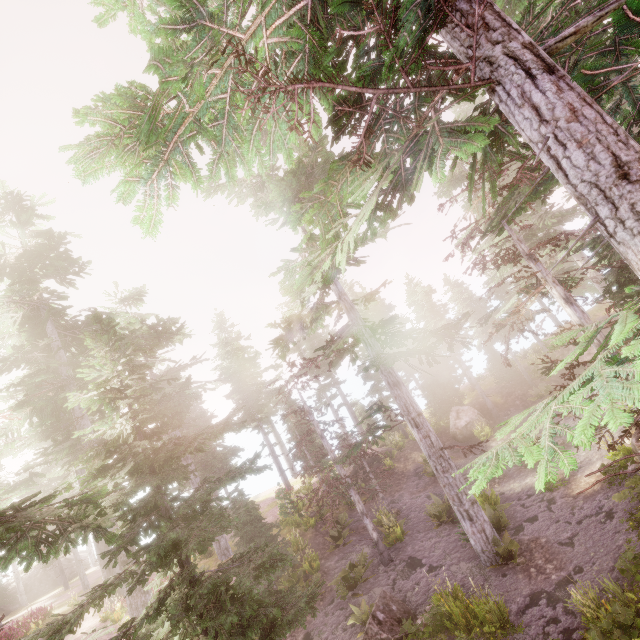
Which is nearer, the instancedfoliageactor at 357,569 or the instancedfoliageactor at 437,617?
the instancedfoliageactor at 437,617

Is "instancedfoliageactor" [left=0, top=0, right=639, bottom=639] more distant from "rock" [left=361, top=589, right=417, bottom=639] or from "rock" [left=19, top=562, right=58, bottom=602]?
"rock" [left=361, top=589, right=417, bottom=639]

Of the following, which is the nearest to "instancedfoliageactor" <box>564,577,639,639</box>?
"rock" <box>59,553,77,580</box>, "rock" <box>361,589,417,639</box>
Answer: "rock" <box>59,553,77,580</box>

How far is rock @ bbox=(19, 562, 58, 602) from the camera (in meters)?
34.91

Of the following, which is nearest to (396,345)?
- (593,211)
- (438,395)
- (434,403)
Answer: (593,211)

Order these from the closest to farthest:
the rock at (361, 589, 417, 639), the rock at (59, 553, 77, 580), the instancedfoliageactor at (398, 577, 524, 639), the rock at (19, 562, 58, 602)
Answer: the instancedfoliageactor at (398, 577, 524, 639), the rock at (361, 589, 417, 639), the rock at (19, 562, 58, 602), the rock at (59, 553, 77, 580)

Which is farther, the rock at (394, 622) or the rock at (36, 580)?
the rock at (36, 580)

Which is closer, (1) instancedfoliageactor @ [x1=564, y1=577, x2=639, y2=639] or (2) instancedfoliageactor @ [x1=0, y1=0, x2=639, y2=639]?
(2) instancedfoliageactor @ [x1=0, y1=0, x2=639, y2=639]
